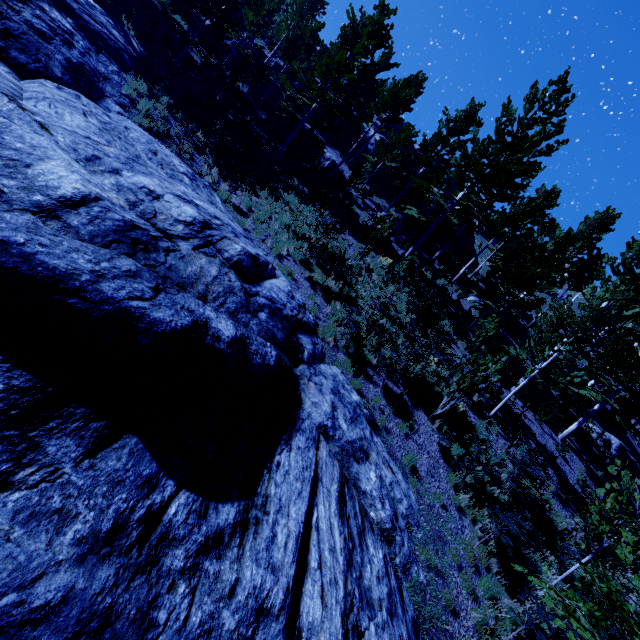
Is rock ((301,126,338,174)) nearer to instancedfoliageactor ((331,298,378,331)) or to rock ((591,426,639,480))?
instancedfoliageactor ((331,298,378,331))

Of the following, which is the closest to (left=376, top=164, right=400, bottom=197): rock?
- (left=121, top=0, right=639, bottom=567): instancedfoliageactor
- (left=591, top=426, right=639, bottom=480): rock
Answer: (left=121, top=0, right=639, bottom=567): instancedfoliageactor

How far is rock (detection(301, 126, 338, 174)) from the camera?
23.6m

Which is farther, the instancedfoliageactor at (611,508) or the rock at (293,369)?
the instancedfoliageactor at (611,508)

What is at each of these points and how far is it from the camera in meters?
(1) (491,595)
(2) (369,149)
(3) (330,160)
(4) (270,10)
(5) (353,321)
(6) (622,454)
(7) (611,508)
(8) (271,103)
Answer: (1) instancedfoliageactor, 7.0 m
(2) rock, 30.4 m
(3) rock, 23.7 m
(4) instancedfoliageactor, 22.3 m
(5) instancedfoliageactor, 11.7 m
(6) rock, 19.8 m
(7) instancedfoliageactor, 7.1 m
(8) rock, 23.9 m

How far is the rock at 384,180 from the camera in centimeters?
2902cm

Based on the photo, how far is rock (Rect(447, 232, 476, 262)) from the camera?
→ 30.53m
